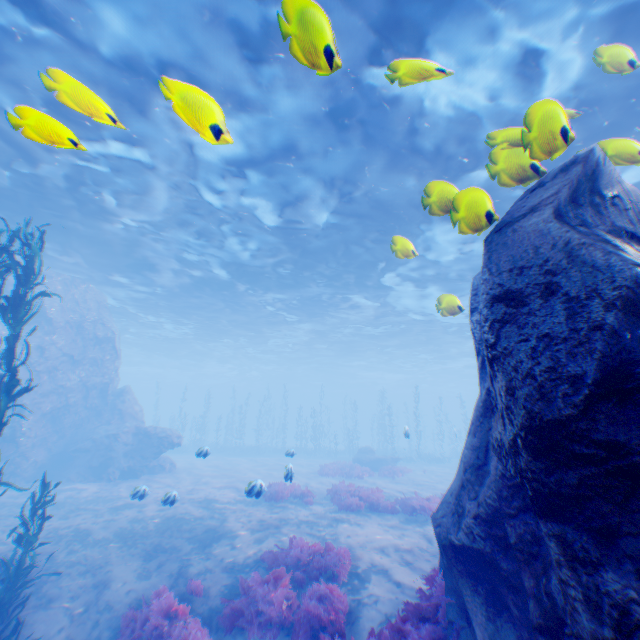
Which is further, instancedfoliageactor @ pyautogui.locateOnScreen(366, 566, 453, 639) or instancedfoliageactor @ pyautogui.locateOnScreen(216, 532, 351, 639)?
instancedfoliageactor @ pyautogui.locateOnScreen(216, 532, 351, 639)

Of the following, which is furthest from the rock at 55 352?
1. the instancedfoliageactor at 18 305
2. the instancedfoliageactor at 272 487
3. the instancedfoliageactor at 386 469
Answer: the instancedfoliageactor at 386 469

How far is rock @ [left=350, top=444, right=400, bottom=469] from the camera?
26.75m

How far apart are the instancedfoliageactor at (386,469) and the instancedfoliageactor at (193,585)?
16.8 meters

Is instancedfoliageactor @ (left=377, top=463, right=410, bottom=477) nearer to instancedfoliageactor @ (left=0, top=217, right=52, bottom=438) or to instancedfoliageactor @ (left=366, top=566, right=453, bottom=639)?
instancedfoliageactor @ (left=366, top=566, right=453, bottom=639)

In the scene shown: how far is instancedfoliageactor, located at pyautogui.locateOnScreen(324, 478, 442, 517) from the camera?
13.2m

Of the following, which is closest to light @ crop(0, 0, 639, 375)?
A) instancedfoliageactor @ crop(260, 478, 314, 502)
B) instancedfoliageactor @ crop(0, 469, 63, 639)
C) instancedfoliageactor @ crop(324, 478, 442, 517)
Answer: instancedfoliageactor @ crop(0, 469, 63, 639)

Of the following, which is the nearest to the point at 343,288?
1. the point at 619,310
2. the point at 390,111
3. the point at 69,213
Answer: the point at 390,111
